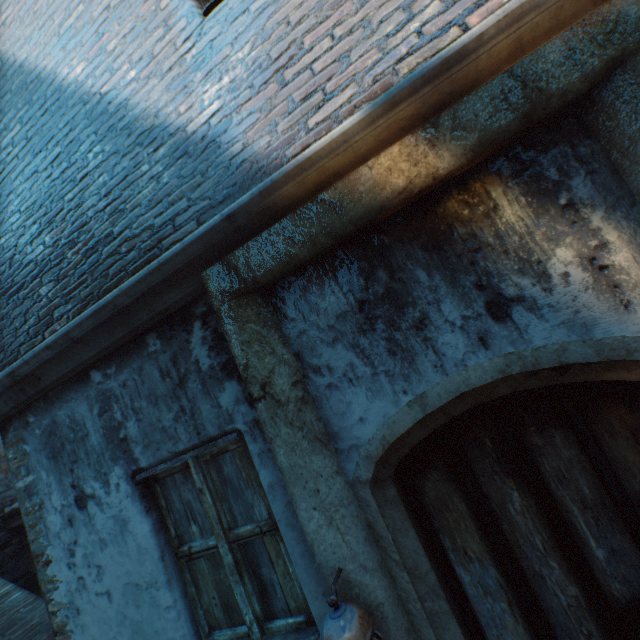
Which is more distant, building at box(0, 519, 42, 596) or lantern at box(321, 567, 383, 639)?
building at box(0, 519, 42, 596)

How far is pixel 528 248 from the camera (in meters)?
1.44

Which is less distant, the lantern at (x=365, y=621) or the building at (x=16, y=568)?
the lantern at (x=365, y=621)

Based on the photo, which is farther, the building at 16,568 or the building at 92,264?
the building at 16,568

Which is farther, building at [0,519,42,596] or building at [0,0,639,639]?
building at [0,519,42,596]
